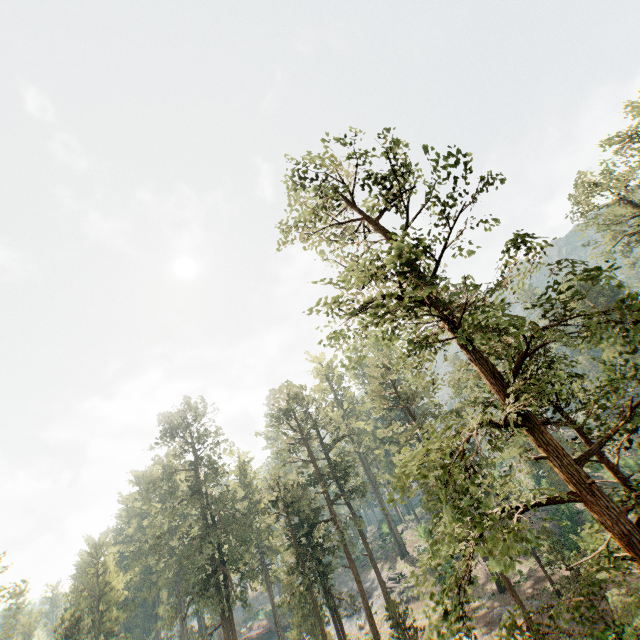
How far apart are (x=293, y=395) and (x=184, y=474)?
29.0 meters

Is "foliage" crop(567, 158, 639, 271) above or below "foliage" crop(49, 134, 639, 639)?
above

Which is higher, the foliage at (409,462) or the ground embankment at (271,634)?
the foliage at (409,462)

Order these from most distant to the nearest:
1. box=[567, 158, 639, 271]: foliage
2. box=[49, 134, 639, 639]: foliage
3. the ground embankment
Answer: the ground embankment
box=[567, 158, 639, 271]: foliage
box=[49, 134, 639, 639]: foliage

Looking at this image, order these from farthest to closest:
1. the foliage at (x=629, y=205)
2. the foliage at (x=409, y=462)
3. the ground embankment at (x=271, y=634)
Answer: the ground embankment at (x=271, y=634), the foliage at (x=629, y=205), the foliage at (x=409, y=462)

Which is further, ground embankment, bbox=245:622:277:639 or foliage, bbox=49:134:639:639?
ground embankment, bbox=245:622:277:639

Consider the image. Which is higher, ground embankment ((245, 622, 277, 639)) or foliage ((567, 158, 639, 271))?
foliage ((567, 158, 639, 271))
